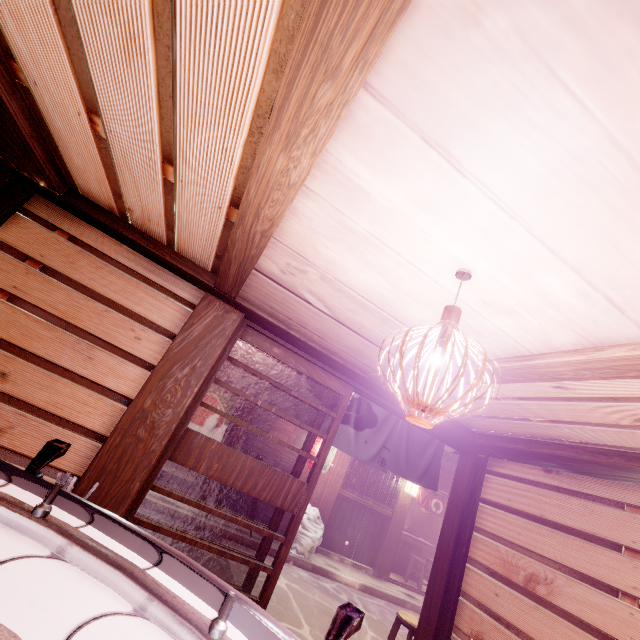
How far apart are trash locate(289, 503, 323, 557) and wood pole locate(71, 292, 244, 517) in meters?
10.4 m

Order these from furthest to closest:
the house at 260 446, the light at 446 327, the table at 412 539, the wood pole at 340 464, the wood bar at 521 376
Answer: the table at 412 539
the wood pole at 340 464
the house at 260 446
the wood bar at 521 376
the light at 446 327

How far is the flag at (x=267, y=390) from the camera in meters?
6.6 m

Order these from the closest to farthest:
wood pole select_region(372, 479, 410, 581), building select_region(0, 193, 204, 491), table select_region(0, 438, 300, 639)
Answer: table select_region(0, 438, 300, 639) → building select_region(0, 193, 204, 491) → wood pole select_region(372, 479, 410, 581)

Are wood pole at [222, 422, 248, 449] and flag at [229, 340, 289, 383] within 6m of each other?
no

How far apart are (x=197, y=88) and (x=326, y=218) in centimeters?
136cm

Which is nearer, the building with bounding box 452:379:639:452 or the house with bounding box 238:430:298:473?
the building with bounding box 452:379:639:452

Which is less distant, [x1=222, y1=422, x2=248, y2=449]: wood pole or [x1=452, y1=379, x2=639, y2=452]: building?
[x1=452, y1=379, x2=639, y2=452]: building
